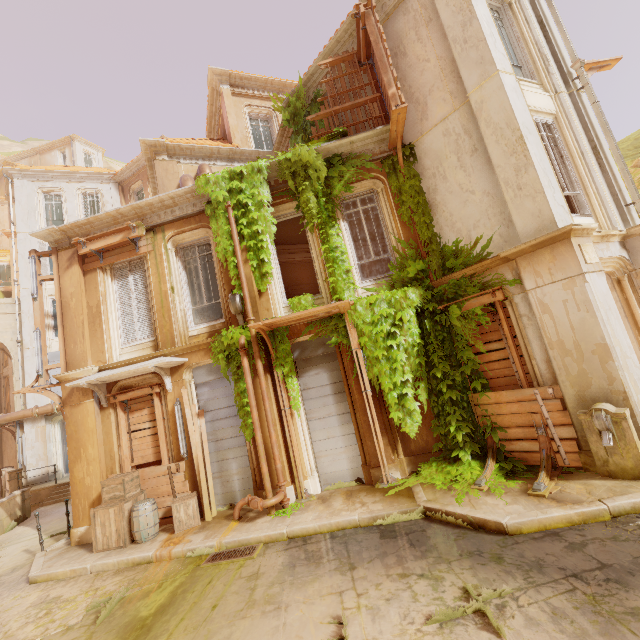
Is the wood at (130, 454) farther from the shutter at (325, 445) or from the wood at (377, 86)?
the wood at (377, 86)

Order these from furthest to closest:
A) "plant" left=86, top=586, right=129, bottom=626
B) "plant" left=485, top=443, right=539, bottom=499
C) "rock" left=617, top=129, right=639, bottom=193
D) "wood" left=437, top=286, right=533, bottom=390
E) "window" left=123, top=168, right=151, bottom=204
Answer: "window" left=123, top=168, right=151, bottom=204, "rock" left=617, top=129, right=639, bottom=193, "wood" left=437, top=286, right=533, bottom=390, "plant" left=485, top=443, right=539, bottom=499, "plant" left=86, top=586, right=129, bottom=626

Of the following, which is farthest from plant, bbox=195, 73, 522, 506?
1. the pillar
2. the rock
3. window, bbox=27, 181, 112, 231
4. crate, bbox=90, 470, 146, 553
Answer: window, bbox=27, 181, 112, 231

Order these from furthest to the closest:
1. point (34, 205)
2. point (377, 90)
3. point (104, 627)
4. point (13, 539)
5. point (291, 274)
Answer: point (34, 205) < point (291, 274) < point (13, 539) < point (377, 90) < point (104, 627)

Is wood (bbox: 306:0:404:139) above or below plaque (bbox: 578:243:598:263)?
above

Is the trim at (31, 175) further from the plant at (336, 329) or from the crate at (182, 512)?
the crate at (182, 512)

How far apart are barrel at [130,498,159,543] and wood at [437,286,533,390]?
8.5 meters

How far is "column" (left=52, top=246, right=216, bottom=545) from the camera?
8.61m
